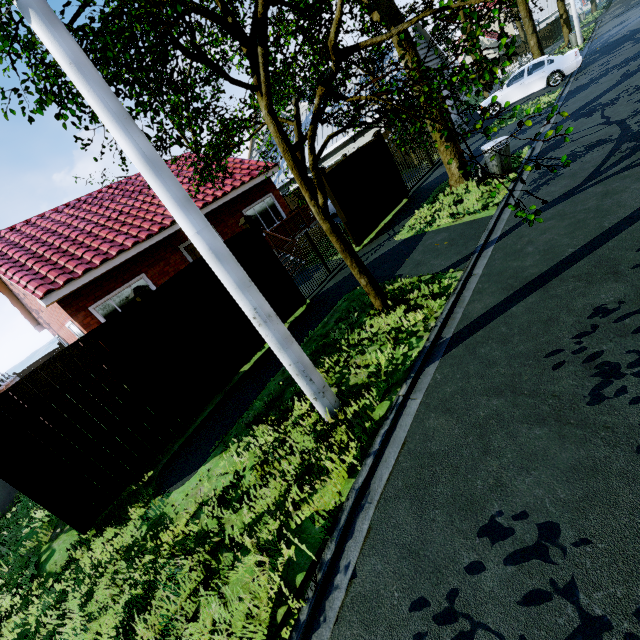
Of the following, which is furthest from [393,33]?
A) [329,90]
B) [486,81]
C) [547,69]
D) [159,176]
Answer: [486,81]

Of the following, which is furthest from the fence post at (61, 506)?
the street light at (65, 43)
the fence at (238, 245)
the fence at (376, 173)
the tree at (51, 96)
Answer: the fence at (376, 173)

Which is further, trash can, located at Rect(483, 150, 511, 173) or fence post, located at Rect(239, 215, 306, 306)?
trash can, located at Rect(483, 150, 511, 173)

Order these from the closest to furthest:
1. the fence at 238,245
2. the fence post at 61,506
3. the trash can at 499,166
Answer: the fence post at 61,506, the fence at 238,245, the trash can at 499,166

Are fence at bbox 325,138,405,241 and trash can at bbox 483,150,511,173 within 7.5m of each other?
yes

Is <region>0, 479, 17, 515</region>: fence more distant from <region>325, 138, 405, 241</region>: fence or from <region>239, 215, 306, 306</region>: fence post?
<region>325, 138, 405, 241</region>: fence

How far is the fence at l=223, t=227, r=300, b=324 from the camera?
7.32m

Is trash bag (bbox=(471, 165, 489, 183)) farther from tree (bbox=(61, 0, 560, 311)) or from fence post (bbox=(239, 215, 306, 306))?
fence post (bbox=(239, 215, 306, 306))
